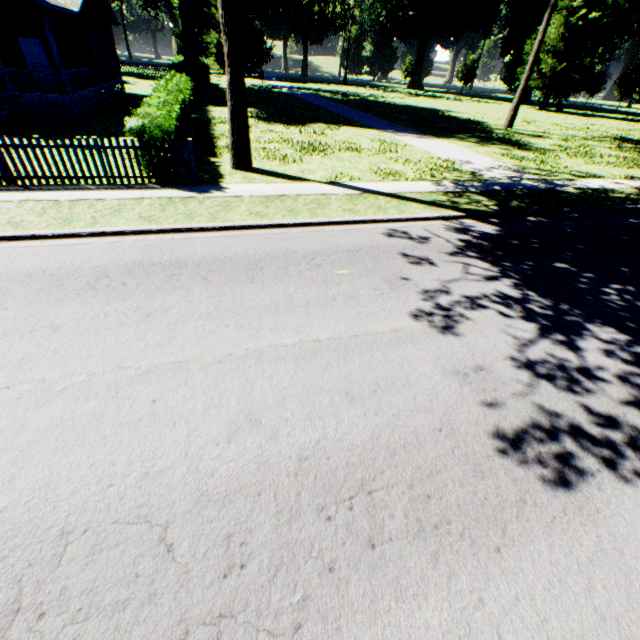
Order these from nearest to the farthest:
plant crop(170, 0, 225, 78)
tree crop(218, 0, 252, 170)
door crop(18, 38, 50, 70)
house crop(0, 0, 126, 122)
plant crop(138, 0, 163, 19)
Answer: tree crop(218, 0, 252, 170) → house crop(0, 0, 126, 122) → door crop(18, 38, 50, 70) → plant crop(170, 0, 225, 78) → plant crop(138, 0, 163, 19)

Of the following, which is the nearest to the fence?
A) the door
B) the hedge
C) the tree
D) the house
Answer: the hedge

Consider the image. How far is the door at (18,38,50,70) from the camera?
18.2m

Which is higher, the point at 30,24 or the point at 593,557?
the point at 30,24

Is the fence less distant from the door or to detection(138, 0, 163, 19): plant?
detection(138, 0, 163, 19): plant

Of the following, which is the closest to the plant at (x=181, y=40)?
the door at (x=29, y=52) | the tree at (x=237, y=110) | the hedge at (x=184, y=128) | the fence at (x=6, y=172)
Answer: Result: the fence at (x=6, y=172)

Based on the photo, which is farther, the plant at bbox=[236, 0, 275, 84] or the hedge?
the plant at bbox=[236, 0, 275, 84]

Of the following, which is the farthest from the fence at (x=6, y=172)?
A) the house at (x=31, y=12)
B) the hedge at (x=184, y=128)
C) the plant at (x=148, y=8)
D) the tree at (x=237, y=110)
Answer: the plant at (x=148, y=8)
